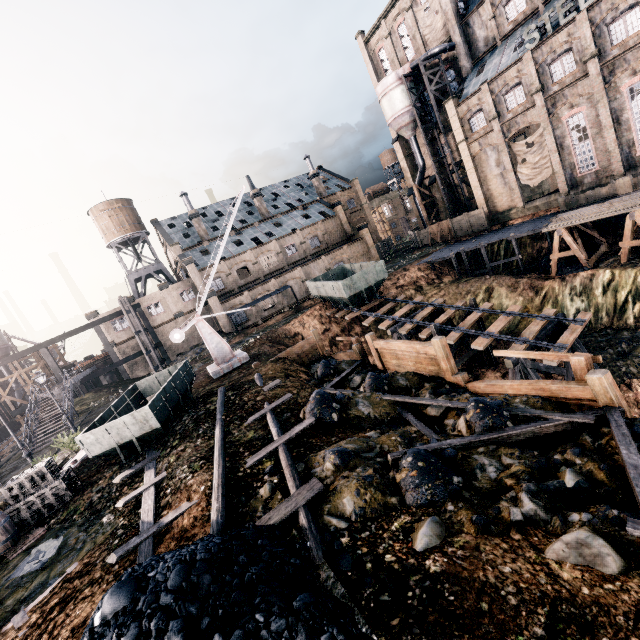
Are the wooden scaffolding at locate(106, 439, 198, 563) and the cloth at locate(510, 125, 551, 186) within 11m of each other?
no

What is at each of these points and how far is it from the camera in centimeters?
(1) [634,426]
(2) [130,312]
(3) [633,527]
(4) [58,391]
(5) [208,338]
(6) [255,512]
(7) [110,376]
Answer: (1) stone debris, 732cm
(2) wooden scaffolding, 4047cm
(3) wooden scaffolding, 487cm
(4) stairs, 3228cm
(5) crane, 2370cm
(6) stone debris, 798cm
(7) building, 5688cm

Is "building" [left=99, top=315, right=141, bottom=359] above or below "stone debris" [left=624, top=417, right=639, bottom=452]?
above

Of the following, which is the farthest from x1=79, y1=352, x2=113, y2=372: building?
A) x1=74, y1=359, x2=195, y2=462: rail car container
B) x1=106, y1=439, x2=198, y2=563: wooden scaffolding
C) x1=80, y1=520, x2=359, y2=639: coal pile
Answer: x1=80, y1=520, x2=359, y2=639: coal pile

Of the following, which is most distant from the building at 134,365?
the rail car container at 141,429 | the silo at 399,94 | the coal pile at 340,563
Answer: the coal pile at 340,563

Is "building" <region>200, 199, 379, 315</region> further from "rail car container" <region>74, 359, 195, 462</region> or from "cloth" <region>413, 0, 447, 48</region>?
"rail car container" <region>74, 359, 195, 462</region>

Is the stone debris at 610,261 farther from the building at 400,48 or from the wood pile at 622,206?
the building at 400,48

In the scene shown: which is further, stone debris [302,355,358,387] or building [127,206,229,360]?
building [127,206,229,360]
